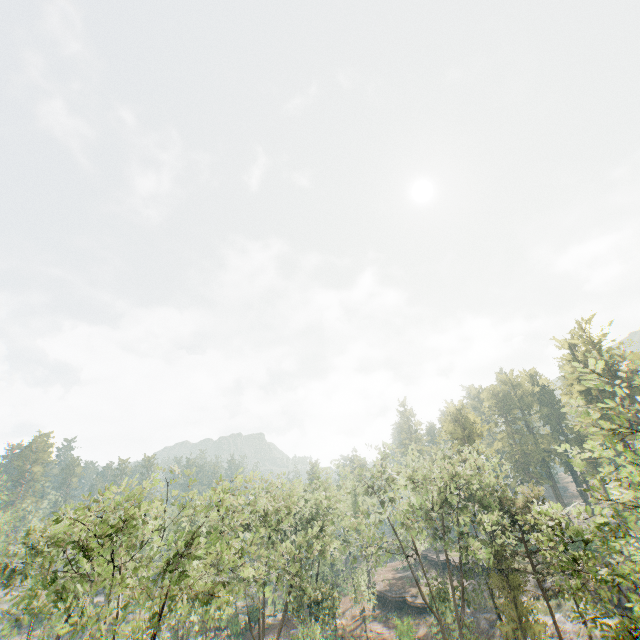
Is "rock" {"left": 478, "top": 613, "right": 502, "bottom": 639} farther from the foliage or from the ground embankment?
the ground embankment

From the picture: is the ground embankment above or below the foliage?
below

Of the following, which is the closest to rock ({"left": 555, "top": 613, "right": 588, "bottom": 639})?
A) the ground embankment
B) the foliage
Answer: the foliage

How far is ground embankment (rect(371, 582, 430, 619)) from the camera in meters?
45.3

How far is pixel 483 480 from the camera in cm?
3219

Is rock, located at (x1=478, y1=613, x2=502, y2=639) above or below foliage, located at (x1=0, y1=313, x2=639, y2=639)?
below

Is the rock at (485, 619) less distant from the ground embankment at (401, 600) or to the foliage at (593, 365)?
the foliage at (593, 365)

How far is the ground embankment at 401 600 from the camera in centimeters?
4525cm
